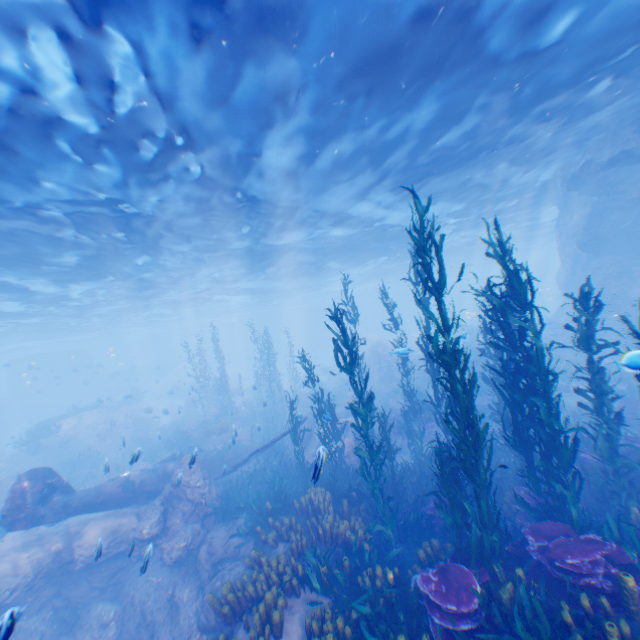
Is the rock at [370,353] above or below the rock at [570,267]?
below

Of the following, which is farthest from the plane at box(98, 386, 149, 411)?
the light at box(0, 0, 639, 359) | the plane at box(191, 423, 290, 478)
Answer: the plane at box(191, 423, 290, 478)

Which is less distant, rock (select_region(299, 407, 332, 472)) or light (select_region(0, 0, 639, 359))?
rock (select_region(299, 407, 332, 472))

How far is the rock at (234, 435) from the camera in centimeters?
1321cm

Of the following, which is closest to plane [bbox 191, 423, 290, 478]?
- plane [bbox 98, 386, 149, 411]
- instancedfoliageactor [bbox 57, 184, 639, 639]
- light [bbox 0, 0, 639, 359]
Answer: instancedfoliageactor [bbox 57, 184, 639, 639]

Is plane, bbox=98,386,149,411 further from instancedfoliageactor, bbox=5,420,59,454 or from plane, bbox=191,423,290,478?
plane, bbox=191,423,290,478

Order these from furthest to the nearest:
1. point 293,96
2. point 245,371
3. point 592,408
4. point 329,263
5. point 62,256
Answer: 1. point 245,371
2. point 329,263
3. point 62,256
4. point 293,96
5. point 592,408
